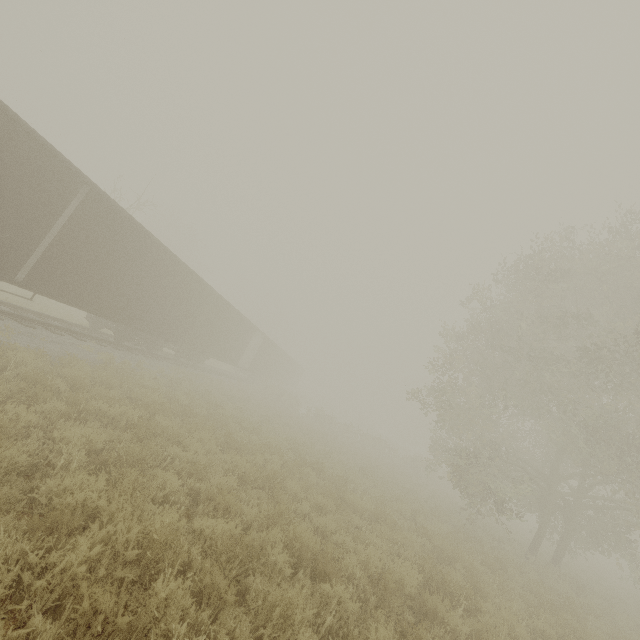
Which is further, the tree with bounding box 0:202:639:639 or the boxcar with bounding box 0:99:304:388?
the boxcar with bounding box 0:99:304:388

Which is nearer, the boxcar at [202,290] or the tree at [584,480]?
the tree at [584,480]

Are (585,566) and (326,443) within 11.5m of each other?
no
